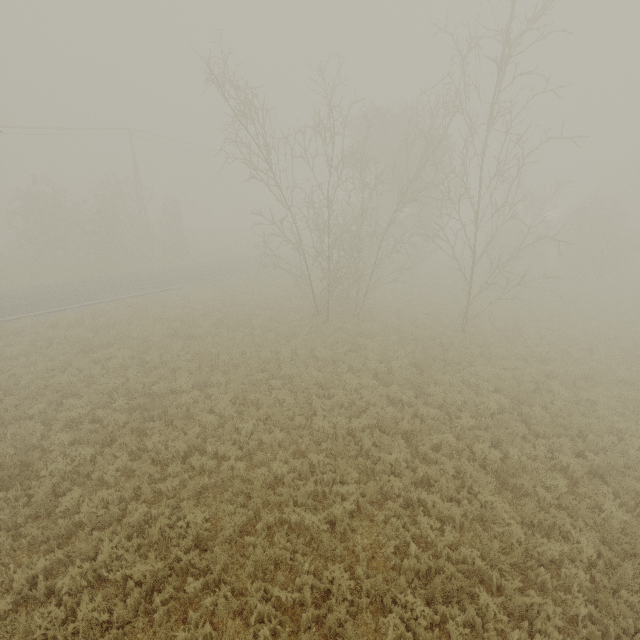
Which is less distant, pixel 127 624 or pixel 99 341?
pixel 127 624
